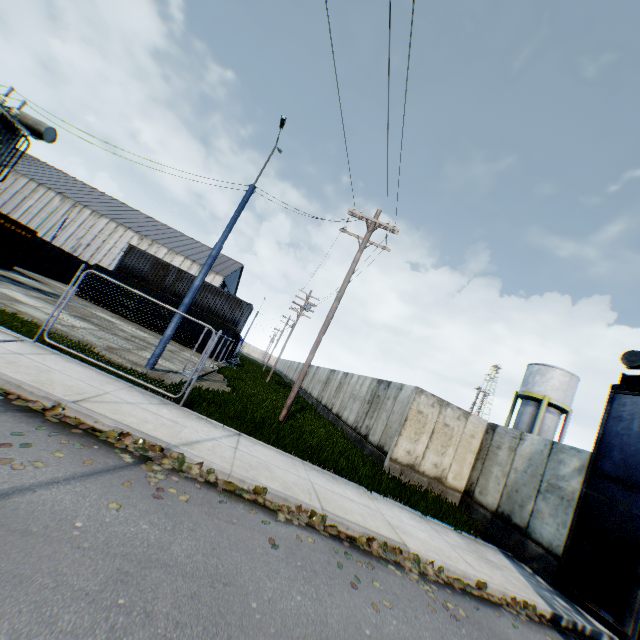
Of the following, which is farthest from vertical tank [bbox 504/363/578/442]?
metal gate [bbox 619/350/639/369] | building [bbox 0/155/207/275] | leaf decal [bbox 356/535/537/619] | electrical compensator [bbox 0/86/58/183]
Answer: building [bbox 0/155/207/275]

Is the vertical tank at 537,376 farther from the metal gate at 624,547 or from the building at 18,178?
the building at 18,178

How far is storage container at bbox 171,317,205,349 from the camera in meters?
26.5 m

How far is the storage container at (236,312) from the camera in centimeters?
2717cm

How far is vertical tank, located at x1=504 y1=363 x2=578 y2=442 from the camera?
28.1m

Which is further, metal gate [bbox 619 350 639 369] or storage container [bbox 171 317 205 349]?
storage container [bbox 171 317 205 349]

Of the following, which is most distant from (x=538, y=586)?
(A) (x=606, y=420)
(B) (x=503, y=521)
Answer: (A) (x=606, y=420)

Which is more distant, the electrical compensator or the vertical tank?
the vertical tank
